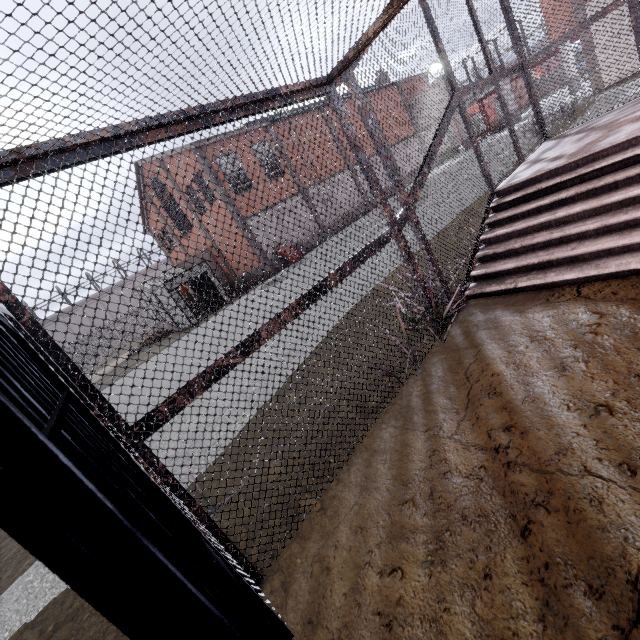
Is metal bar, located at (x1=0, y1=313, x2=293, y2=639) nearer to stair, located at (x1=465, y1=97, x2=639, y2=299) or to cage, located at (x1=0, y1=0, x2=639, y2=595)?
cage, located at (x1=0, y1=0, x2=639, y2=595)

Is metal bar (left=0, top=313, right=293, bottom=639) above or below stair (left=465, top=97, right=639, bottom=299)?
above

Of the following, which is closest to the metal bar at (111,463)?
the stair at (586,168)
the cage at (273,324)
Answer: the cage at (273,324)

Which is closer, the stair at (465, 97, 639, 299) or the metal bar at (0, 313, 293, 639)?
the metal bar at (0, 313, 293, 639)

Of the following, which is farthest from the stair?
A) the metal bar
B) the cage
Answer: the metal bar

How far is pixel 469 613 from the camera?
1.47m
